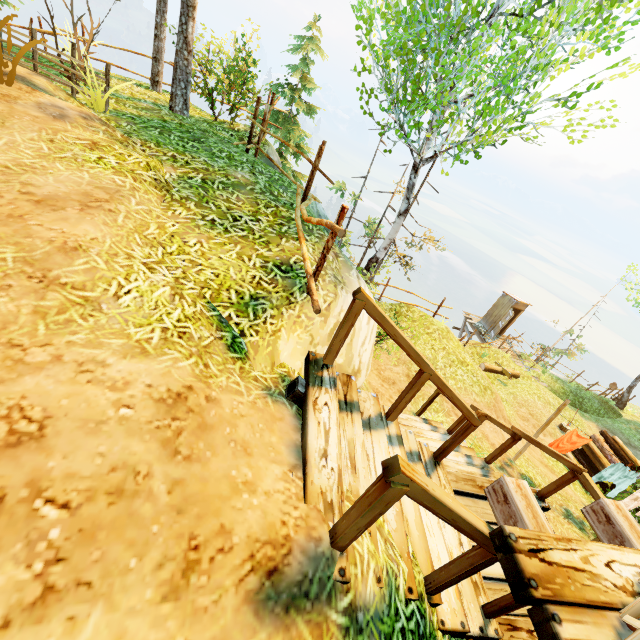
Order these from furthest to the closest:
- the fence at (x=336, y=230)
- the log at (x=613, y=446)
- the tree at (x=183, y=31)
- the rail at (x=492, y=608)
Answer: the log at (x=613, y=446) → the tree at (x=183, y=31) → the fence at (x=336, y=230) → the rail at (x=492, y=608)

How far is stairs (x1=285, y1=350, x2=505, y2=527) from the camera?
2.2m

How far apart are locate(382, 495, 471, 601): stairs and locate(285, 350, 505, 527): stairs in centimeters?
9cm

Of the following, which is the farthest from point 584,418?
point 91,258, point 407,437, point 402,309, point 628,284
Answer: point 91,258

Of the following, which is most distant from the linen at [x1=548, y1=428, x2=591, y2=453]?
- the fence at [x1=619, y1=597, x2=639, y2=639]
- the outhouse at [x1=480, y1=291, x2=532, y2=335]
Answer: the outhouse at [x1=480, y1=291, x2=532, y2=335]

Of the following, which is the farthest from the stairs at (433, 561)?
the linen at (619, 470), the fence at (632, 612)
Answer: the linen at (619, 470)

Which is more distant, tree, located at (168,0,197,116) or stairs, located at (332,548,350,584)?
tree, located at (168,0,197,116)

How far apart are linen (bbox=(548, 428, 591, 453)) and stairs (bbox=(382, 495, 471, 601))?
6.9 meters
